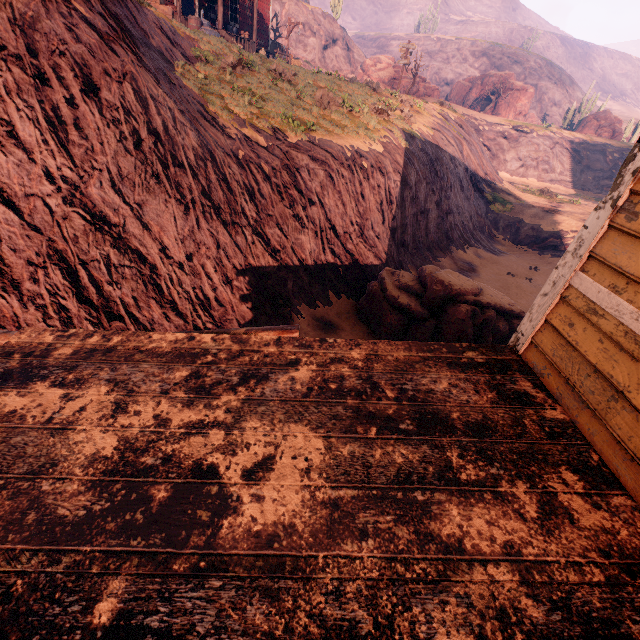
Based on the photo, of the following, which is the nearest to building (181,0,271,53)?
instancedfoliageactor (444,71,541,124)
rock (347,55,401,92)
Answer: instancedfoliageactor (444,71,541,124)

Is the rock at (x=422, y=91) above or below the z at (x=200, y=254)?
above

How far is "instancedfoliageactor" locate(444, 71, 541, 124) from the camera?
43.1m

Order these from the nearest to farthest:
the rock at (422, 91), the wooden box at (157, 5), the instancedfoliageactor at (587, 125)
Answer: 1. the wooden box at (157, 5)
2. the rock at (422, 91)
3. the instancedfoliageactor at (587, 125)

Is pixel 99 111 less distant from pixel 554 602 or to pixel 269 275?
pixel 269 275

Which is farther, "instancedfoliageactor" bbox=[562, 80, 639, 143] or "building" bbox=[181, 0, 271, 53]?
"instancedfoliageactor" bbox=[562, 80, 639, 143]

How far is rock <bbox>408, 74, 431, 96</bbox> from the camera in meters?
36.7

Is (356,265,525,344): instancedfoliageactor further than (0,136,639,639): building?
Yes
